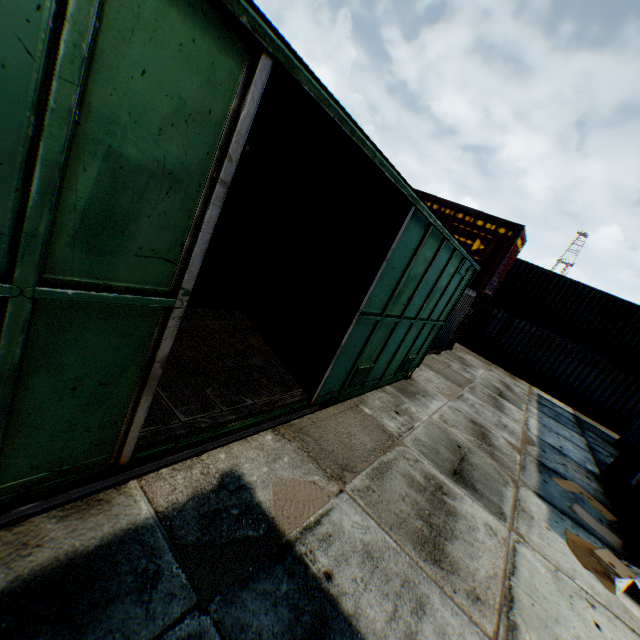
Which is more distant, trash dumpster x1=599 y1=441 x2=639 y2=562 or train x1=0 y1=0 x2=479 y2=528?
trash dumpster x1=599 y1=441 x2=639 y2=562

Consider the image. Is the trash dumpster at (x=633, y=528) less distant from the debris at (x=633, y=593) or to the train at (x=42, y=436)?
the debris at (x=633, y=593)

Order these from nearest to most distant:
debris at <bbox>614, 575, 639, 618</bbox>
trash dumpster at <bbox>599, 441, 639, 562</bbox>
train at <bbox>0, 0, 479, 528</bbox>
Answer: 1. train at <bbox>0, 0, 479, 528</bbox>
2. debris at <bbox>614, 575, 639, 618</bbox>
3. trash dumpster at <bbox>599, 441, 639, 562</bbox>

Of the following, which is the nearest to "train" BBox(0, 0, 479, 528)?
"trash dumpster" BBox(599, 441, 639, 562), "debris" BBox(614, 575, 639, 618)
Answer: "debris" BBox(614, 575, 639, 618)

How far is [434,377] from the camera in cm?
1033

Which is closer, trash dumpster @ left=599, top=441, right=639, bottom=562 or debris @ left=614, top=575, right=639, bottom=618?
debris @ left=614, top=575, right=639, bottom=618

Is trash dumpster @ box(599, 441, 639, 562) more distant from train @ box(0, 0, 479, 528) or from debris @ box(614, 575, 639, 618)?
train @ box(0, 0, 479, 528)
